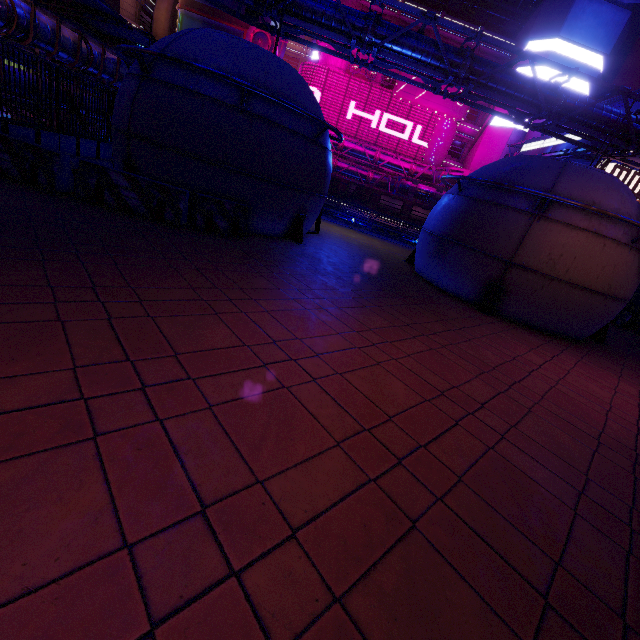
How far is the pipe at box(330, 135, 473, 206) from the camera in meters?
36.4

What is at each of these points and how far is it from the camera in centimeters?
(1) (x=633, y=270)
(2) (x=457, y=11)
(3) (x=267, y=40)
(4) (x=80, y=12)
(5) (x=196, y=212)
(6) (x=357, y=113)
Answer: (1) pod, 972cm
(2) pipe, 4312cm
(3) satellite dish, 4581cm
(4) awning, 1590cm
(5) fence, 846cm
(6) sign, 4175cm

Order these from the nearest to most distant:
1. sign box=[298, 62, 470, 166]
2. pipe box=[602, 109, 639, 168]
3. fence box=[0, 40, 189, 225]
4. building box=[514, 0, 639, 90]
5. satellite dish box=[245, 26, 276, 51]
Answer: fence box=[0, 40, 189, 225]
pipe box=[602, 109, 639, 168]
building box=[514, 0, 639, 90]
sign box=[298, 62, 470, 166]
satellite dish box=[245, 26, 276, 51]

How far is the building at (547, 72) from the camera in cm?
3575

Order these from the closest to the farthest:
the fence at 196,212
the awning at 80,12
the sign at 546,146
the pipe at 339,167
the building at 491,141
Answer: the fence at 196,212 < the awning at 80,12 < the sign at 546,146 < the pipe at 339,167 < the building at 491,141

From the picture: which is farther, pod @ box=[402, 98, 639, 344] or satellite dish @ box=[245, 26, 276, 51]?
satellite dish @ box=[245, 26, 276, 51]

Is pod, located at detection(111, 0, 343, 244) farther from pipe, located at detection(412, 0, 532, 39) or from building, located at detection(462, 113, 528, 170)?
pipe, located at detection(412, 0, 532, 39)

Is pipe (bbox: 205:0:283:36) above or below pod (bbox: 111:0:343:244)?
above
